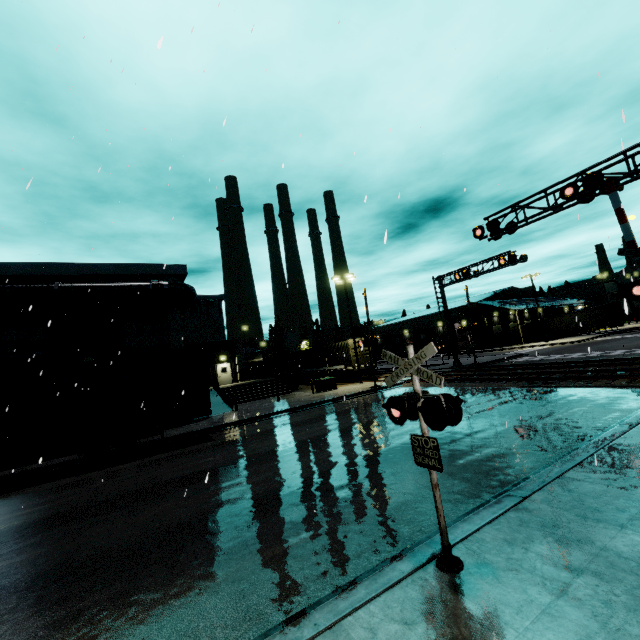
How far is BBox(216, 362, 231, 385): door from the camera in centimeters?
3625cm

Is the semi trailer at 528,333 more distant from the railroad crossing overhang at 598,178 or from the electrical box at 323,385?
the electrical box at 323,385

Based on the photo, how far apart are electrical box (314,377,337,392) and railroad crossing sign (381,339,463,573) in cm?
2202

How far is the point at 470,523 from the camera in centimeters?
489cm

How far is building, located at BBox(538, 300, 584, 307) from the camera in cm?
5343

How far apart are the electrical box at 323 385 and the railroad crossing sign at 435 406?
22.02m

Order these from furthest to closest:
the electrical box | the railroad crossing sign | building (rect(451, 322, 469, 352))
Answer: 1. building (rect(451, 322, 469, 352))
2. the electrical box
3. the railroad crossing sign

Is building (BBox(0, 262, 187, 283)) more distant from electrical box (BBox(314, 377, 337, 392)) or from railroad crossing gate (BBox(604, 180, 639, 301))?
railroad crossing gate (BBox(604, 180, 639, 301))
